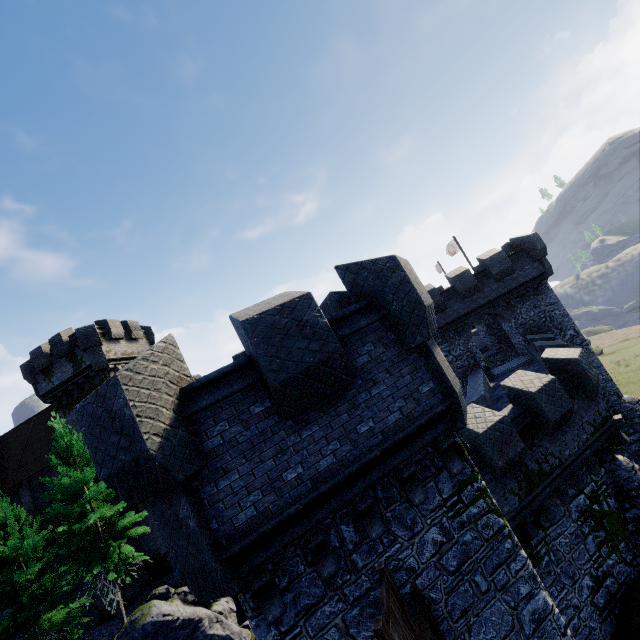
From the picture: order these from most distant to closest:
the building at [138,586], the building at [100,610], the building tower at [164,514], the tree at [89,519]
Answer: the building at [138,586] → the building at [100,610] → the tree at [89,519] → the building tower at [164,514]

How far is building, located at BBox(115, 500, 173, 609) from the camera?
22.3 meters

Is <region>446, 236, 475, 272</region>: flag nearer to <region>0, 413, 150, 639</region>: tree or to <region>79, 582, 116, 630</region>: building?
<region>79, 582, 116, 630</region>: building

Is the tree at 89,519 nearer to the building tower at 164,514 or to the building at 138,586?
the building at 138,586

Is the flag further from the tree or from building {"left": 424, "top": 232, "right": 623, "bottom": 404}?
the tree

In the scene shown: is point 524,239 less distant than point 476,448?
No

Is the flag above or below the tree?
above
